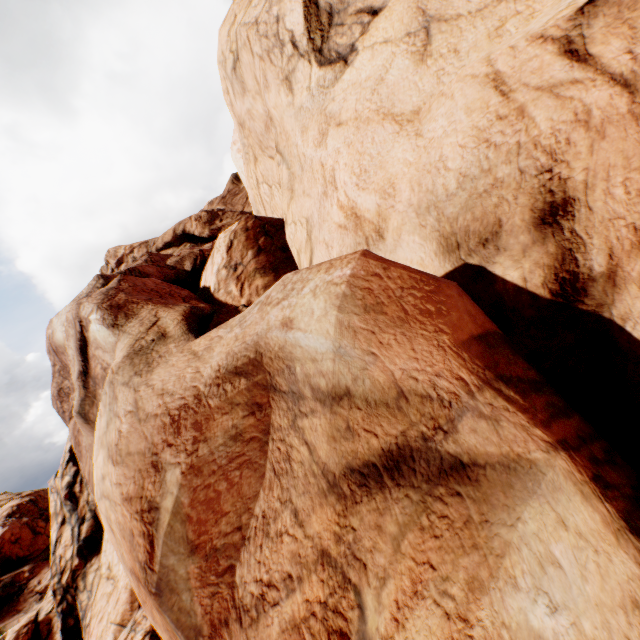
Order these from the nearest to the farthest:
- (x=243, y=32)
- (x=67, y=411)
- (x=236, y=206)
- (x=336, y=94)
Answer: (x=336, y=94) < (x=243, y=32) < (x=67, y=411) < (x=236, y=206)
